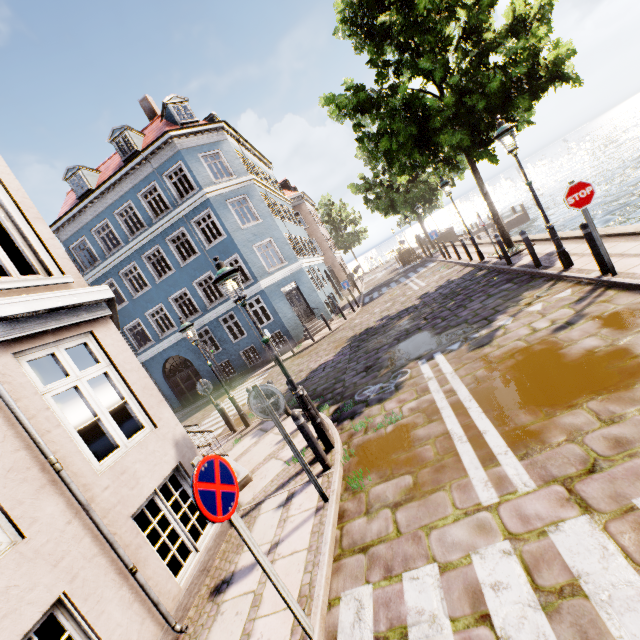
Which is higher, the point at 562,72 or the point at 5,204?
the point at 5,204

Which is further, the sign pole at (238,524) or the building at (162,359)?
the building at (162,359)

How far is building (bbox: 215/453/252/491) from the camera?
6.31m

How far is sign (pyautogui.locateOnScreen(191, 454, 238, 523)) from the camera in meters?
2.5 m

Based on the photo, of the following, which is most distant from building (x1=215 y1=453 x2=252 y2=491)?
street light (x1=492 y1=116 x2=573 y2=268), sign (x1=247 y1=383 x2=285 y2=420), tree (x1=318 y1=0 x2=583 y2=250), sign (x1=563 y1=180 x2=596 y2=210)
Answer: street light (x1=492 y1=116 x2=573 y2=268)

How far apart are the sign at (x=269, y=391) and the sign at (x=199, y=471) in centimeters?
140cm

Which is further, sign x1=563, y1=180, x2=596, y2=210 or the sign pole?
sign x1=563, y1=180, x2=596, y2=210

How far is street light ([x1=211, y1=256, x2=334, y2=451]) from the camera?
5.39m
